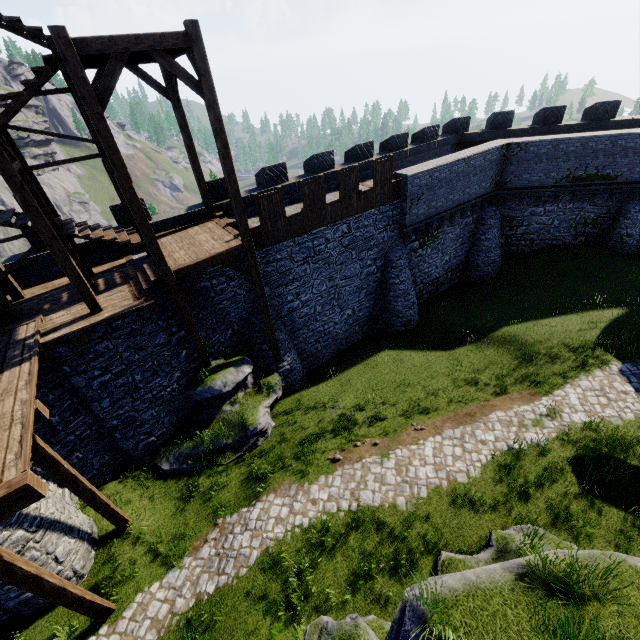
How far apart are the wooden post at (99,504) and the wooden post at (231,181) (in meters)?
7.80

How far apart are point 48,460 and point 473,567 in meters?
11.0

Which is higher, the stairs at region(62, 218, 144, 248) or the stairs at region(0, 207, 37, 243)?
the stairs at region(0, 207, 37, 243)

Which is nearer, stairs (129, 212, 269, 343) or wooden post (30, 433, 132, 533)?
wooden post (30, 433, 132, 533)

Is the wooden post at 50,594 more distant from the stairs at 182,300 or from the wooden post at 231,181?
the wooden post at 231,181

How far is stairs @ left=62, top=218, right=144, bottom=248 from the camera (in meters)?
10.47

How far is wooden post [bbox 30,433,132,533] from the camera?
7.8m
